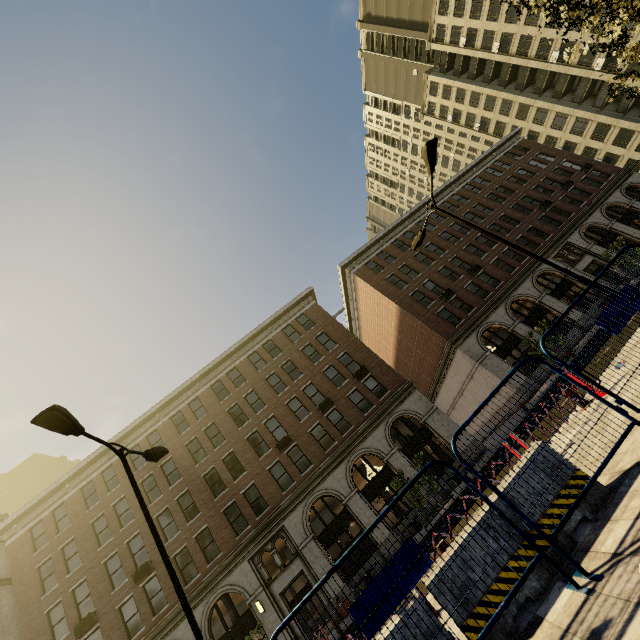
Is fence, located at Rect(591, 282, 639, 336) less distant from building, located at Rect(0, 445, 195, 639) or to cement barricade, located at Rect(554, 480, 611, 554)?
cement barricade, located at Rect(554, 480, 611, 554)

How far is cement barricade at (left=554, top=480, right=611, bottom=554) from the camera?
3.7m

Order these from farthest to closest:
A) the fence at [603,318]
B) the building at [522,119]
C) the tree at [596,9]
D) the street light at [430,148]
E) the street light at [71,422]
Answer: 1. the building at [522,119]
2. the street light at [430,148]
3. the tree at [596,9]
4. the street light at [71,422]
5. the fence at [603,318]

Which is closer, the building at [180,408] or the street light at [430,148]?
the street light at [430,148]

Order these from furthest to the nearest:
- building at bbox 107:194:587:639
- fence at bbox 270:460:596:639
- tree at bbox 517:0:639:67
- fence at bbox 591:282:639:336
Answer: building at bbox 107:194:587:639
tree at bbox 517:0:639:67
fence at bbox 591:282:639:336
fence at bbox 270:460:596:639

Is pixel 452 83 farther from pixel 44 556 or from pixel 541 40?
pixel 44 556

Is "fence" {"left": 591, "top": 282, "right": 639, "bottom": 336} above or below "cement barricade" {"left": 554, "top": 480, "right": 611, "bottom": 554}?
above

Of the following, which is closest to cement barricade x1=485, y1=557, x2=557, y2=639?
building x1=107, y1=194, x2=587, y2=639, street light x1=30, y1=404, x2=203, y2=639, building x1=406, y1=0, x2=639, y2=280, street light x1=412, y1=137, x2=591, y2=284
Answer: street light x1=30, y1=404, x2=203, y2=639
